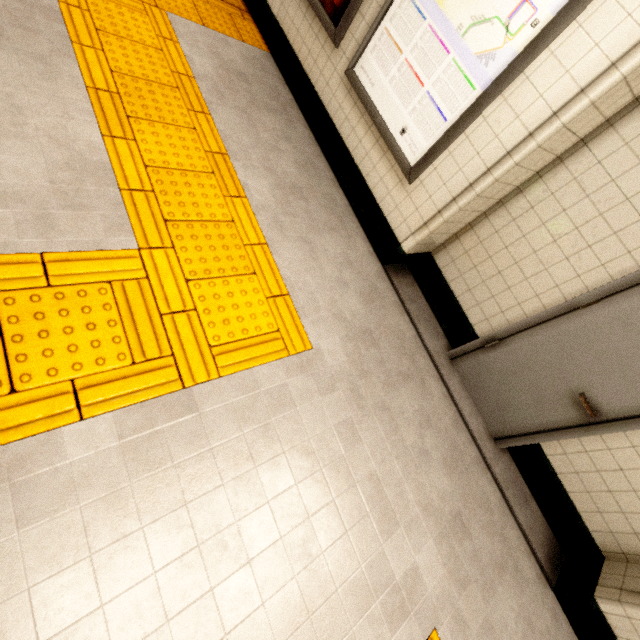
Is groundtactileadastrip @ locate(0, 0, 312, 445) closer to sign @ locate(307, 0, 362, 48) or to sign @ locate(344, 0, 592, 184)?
sign @ locate(307, 0, 362, 48)

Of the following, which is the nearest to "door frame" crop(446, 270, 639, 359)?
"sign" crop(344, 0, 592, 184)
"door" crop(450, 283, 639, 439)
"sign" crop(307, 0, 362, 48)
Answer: "door" crop(450, 283, 639, 439)

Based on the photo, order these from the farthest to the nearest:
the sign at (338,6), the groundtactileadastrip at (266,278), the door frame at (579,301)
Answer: the sign at (338,6) → the door frame at (579,301) → the groundtactileadastrip at (266,278)

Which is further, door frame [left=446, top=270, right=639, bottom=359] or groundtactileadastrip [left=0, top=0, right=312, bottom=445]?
door frame [left=446, top=270, right=639, bottom=359]

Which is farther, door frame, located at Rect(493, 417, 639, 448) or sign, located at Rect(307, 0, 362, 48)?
sign, located at Rect(307, 0, 362, 48)

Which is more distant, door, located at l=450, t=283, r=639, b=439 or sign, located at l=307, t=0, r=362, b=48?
sign, located at l=307, t=0, r=362, b=48

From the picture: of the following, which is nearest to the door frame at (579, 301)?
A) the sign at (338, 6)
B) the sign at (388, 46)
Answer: the sign at (388, 46)

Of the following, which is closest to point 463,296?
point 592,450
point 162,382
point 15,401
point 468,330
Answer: point 468,330
